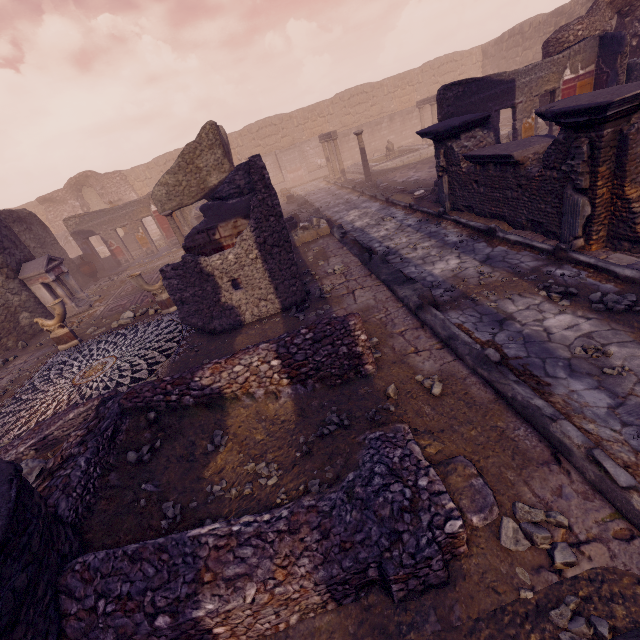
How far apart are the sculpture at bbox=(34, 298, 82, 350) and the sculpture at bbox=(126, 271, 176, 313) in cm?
187

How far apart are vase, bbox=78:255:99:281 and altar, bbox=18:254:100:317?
3.7m

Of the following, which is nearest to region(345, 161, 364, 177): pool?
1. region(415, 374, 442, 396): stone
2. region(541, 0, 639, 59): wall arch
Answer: region(541, 0, 639, 59): wall arch

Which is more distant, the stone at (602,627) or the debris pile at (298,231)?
the debris pile at (298,231)

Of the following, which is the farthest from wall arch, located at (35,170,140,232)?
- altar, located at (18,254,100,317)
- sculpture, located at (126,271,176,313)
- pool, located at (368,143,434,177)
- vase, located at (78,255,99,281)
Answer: sculpture, located at (126,271,176,313)

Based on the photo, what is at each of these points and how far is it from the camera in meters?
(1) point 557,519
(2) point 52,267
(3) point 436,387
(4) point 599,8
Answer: (1) stone, 2.4 m
(2) altar, 11.0 m
(3) stone, 3.7 m
(4) wall arch, 11.1 m

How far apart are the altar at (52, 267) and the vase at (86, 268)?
3.7m

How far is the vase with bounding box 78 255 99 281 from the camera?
15.2 meters
